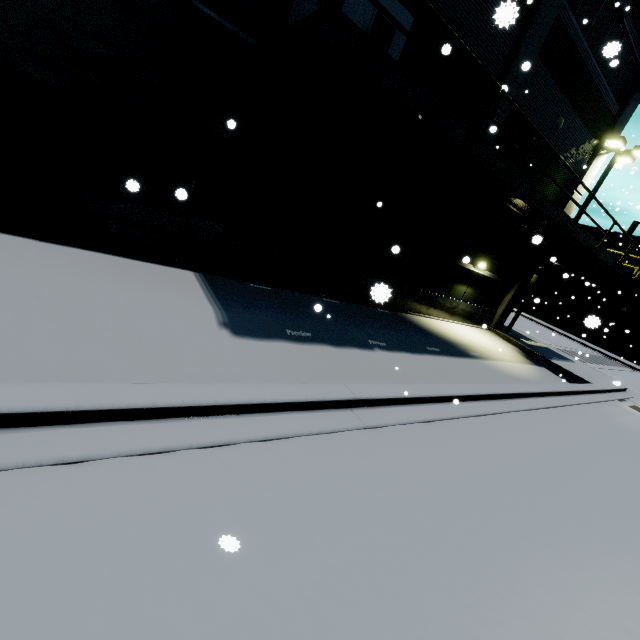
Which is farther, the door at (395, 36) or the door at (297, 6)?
the door at (395, 36)

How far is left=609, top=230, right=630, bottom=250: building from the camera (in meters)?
31.46

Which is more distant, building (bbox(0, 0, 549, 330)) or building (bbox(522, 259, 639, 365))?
building (bbox(522, 259, 639, 365))

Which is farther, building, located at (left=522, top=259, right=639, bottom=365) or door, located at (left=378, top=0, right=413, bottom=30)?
building, located at (left=522, top=259, right=639, bottom=365)

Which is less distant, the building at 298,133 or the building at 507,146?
the building at 298,133

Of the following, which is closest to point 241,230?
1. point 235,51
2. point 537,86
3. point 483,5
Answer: point 235,51
